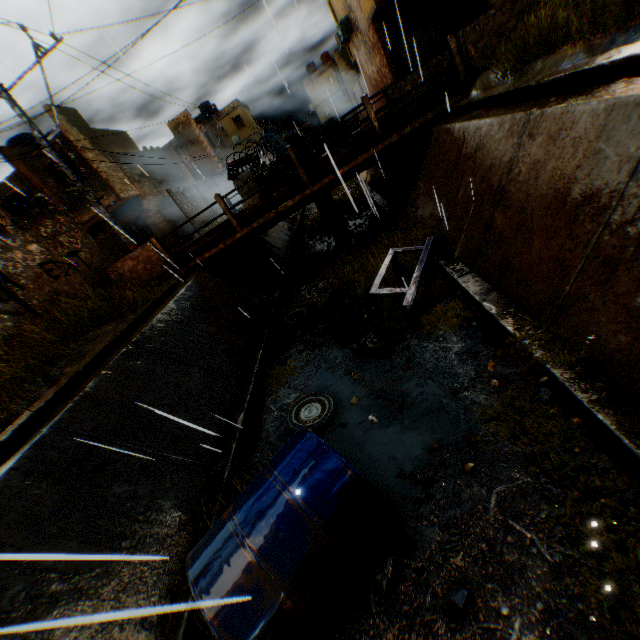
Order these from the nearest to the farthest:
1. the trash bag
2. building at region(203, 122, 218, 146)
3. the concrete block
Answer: the trash bag < the concrete block < building at region(203, 122, 218, 146)

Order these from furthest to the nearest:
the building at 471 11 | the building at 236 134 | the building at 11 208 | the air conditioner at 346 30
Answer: the building at 236 134 < the air conditioner at 346 30 < the building at 11 208 < the building at 471 11

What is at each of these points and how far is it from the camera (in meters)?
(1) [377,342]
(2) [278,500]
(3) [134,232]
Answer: (1) trash bag, 6.07
(2) water tank, 3.27
(3) shutter, 20.14

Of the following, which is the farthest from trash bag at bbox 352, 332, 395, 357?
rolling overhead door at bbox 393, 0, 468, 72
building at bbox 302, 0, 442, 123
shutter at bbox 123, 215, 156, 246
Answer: shutter at bbox 123, 215, 156, 246

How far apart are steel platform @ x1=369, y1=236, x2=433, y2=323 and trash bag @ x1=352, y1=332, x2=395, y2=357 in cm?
36

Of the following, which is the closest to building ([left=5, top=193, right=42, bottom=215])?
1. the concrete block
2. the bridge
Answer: the concrete block

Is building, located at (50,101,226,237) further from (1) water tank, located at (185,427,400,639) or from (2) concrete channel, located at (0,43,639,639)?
(1) water tank, located at (185,427,400,639)

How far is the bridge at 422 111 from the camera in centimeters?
846cm
